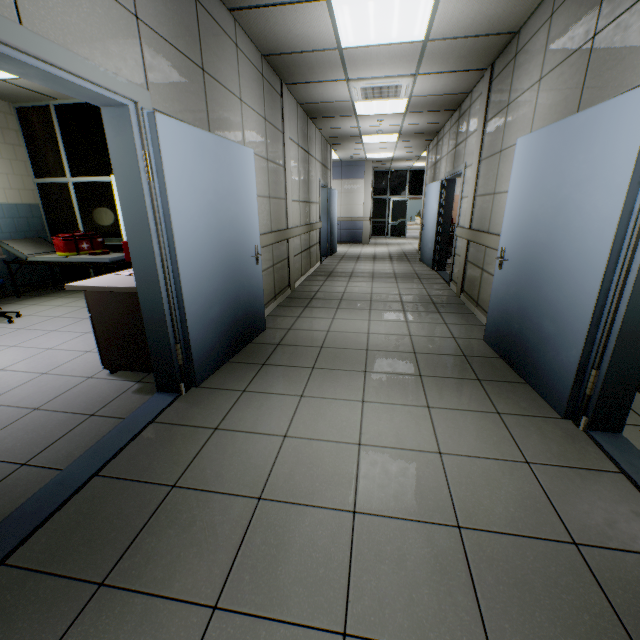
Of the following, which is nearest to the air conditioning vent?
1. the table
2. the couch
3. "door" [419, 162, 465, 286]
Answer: "door" [419, 162, 465, 286]

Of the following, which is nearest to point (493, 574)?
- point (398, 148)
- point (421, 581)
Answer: point (421, 581)

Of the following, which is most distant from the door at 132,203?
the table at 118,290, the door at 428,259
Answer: the door at 428,259

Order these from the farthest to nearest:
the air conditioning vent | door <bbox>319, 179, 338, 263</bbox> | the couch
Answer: door <bbox>319, 179, 338, 263</bbox>, the couch, the air conditioning vent

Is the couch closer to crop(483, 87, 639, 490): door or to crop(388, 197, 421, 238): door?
crop(483, 87, 639, 490): door

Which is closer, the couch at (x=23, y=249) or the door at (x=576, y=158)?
the door at (x=576, y=158)

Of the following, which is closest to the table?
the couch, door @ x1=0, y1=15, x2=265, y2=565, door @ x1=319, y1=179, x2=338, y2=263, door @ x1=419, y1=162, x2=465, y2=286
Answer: door @ x1=0, y1=15, x2=265, y2=565

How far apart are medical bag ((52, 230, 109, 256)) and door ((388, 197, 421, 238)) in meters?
13.2
